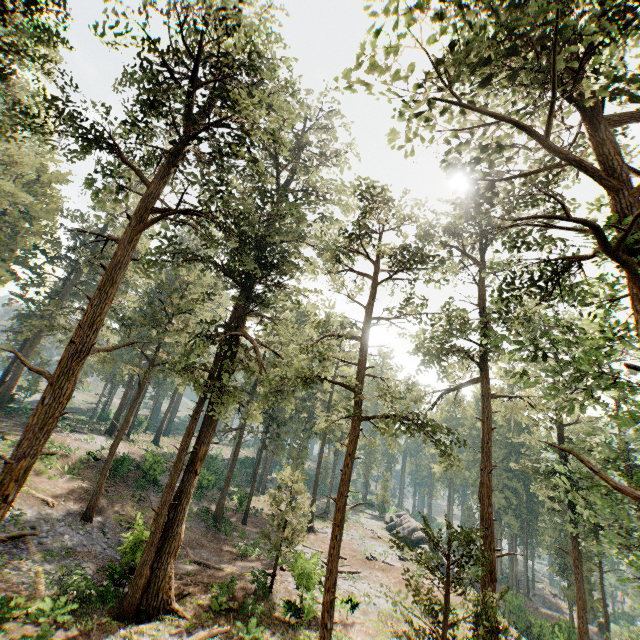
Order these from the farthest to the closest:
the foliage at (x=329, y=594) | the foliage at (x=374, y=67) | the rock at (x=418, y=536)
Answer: the rock at (x=418, y=536) < the foliage at (x=329, y=594) < the foliage at (x=374, y=67)

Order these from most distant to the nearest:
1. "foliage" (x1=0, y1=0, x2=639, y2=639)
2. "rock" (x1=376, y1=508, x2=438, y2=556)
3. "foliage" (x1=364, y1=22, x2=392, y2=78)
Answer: "rock" (x1=376, y1=508, x2=438, y2=556) → "foliage" (x1=0, y1=0, x2=639, y2=639) → "foliage" (x1=364, y1=22, x2=392, y2=78)

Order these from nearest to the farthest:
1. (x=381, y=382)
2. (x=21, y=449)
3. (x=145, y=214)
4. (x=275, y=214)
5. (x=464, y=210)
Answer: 1. (x=21, y=449)
2. (x=145, y=214)
3. (x=381, y=382)
4. (x=464, y=210)
5. (x=275, y=214)

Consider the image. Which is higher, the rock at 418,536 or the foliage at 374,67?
the foliage at 374,67

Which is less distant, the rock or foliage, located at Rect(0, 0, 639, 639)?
foliage, located at Rect(0, 0, 639, 639)

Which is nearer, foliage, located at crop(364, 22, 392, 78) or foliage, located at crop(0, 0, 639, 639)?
foliage, located at crop(364, 22, 392, 78)

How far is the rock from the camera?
37.66m

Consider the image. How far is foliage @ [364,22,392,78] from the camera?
7.34m
